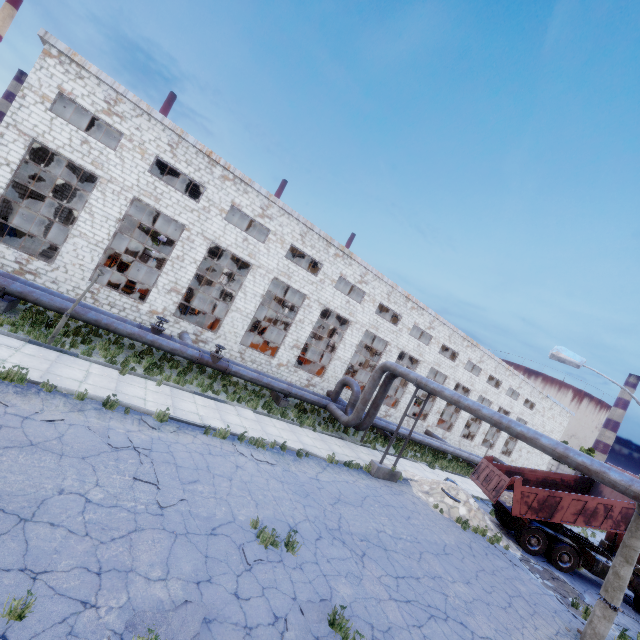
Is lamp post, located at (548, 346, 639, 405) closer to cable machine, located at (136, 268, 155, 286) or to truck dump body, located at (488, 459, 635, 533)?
truck dump body, located at (488, 459, 635, 533)

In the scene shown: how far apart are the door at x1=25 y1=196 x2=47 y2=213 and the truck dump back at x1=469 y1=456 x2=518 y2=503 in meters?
34.7 m

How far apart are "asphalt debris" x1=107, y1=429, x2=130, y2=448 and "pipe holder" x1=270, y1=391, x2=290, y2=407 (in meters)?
10.00

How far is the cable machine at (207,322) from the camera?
22.9 meters

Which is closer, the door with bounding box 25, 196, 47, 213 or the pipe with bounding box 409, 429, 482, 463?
the door with bounding box 25, 196, 47, 213

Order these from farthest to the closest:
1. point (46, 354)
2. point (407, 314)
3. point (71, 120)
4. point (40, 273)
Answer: point (407, 314) < point (71, 120) < point (40, 273) < point (46, 354)

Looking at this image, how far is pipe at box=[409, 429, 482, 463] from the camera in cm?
2529

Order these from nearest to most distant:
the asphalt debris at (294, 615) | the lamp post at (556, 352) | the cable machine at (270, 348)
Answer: the asphalt debris at (294, 615) → the lamp post at (556, 352) → the cable machine at (270, 348)
